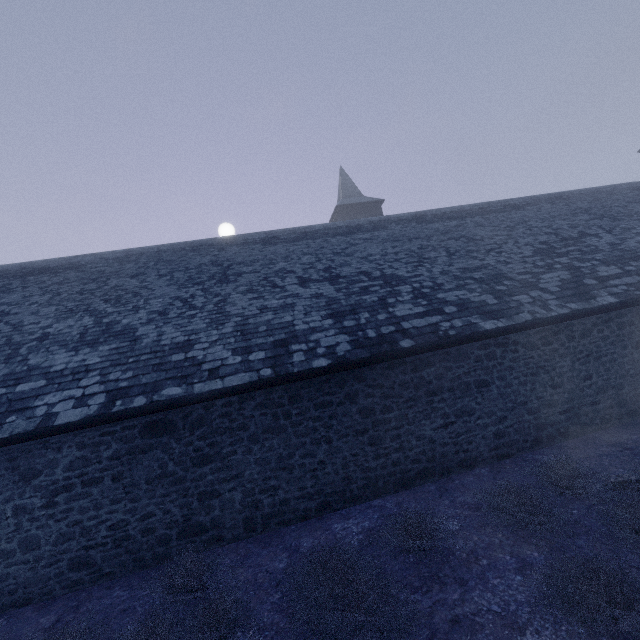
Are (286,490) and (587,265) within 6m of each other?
no
